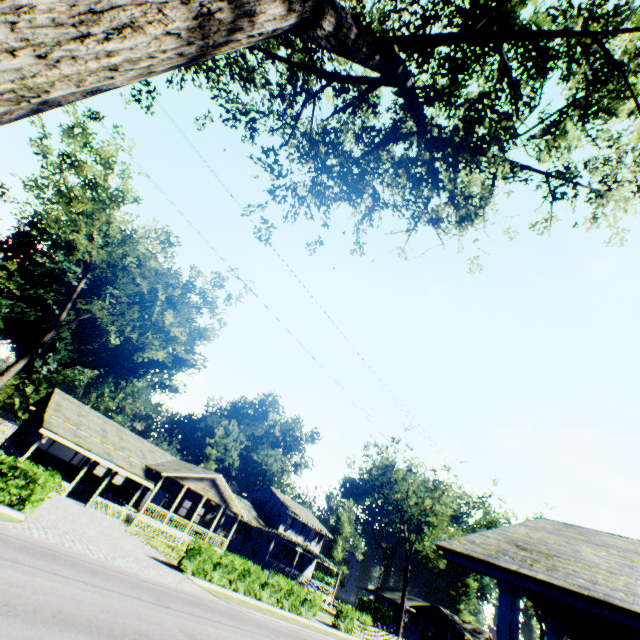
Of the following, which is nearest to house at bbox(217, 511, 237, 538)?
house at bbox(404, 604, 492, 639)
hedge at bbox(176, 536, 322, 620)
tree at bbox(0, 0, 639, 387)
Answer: hedge at bbox(176, 536, 322, 620)

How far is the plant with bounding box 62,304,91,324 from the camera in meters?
46.3 m

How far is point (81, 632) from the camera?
8.4 meters

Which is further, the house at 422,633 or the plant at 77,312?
the house at 422,633

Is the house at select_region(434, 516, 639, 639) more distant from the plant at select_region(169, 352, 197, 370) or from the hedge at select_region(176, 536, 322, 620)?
the plant at select_region(169, 352, 197, 370)

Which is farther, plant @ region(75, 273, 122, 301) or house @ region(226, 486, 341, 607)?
plant @ region(75, 273, 122, 301)

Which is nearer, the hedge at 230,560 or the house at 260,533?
the hedge at 230,560
